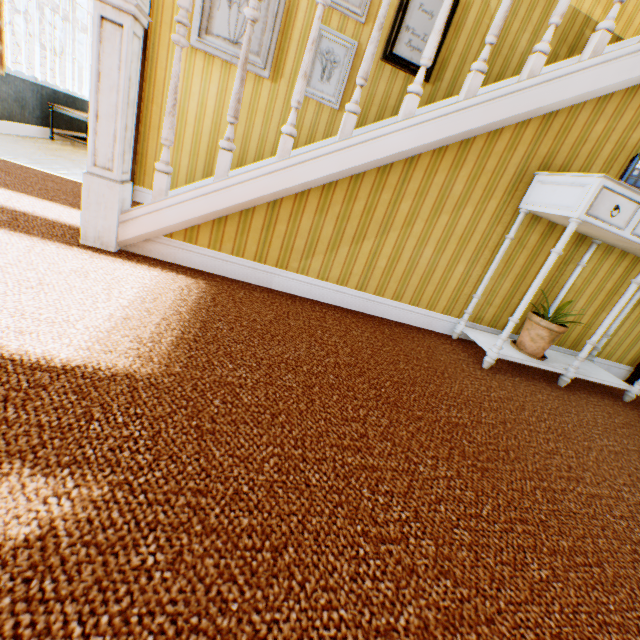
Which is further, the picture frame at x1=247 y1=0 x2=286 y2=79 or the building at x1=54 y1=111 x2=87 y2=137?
the building at x1=54 y1=111 x2=87 y2=137

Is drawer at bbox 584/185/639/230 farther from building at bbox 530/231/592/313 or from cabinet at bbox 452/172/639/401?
building at bbox 530/231/592/313

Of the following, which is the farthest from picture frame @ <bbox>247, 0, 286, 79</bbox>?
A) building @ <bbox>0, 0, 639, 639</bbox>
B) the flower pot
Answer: the flower pot

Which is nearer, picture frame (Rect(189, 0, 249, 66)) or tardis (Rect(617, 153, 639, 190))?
tardis (Rect(617, 153, 639, 190))

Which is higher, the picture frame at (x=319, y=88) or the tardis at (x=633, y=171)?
the picture frame at (x=319, y=88)

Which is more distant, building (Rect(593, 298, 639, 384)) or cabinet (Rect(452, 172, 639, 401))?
building (Rect(593, 298, 639, 384))

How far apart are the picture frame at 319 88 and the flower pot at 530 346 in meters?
2.8

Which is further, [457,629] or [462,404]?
[462,404]
